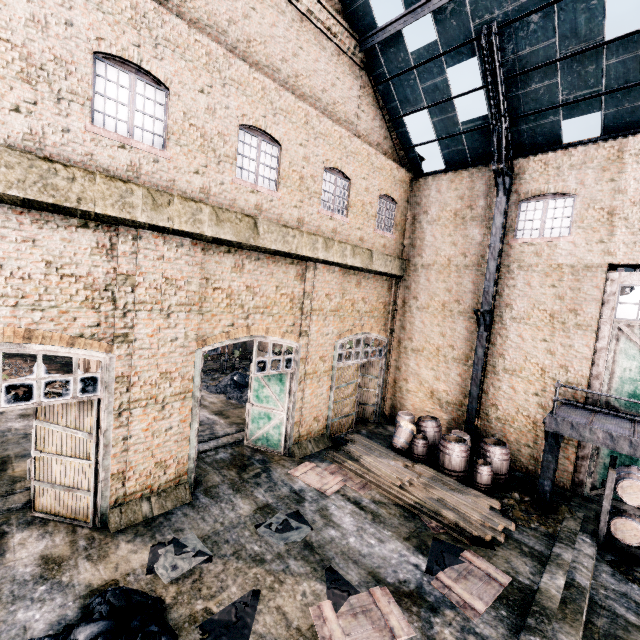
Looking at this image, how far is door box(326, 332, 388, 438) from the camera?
15.1m

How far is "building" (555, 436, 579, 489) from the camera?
12.4m

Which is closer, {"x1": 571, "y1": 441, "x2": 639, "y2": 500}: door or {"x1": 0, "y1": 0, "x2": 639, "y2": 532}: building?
{"x1": 0, "y1": 0, "x2": 639, "y2": 532}: building

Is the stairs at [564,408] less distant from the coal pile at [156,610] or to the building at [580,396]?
the building at [580,396]

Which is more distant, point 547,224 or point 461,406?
point 461,406

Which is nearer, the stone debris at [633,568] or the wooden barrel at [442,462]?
the stone debris at [633,568]

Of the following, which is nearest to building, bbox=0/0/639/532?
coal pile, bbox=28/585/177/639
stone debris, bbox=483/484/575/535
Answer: coal pile, bbox=28/585/177/639

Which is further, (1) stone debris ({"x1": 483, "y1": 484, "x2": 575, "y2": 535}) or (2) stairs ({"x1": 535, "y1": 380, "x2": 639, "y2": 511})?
(1) stone debris ({"x1": 483, "y1": 484, "x2": 575, "y2": 535})
